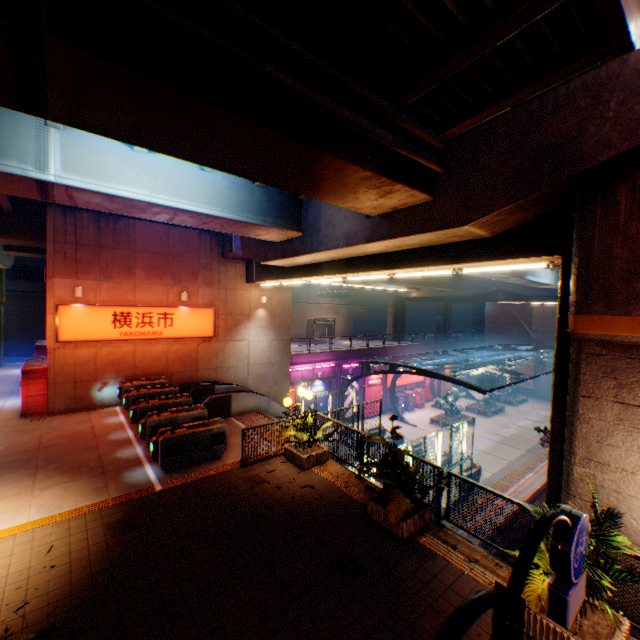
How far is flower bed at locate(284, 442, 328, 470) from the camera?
9.62m

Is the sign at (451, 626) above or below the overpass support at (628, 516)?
below

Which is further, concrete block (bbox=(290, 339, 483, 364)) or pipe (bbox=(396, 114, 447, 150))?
concrete block (bbox=(290, 339, 483, 364))

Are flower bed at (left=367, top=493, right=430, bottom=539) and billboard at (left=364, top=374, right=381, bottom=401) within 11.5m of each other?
no

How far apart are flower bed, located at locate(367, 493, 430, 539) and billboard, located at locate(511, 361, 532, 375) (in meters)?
42.97

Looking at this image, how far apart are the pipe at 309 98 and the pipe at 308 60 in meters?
0.3

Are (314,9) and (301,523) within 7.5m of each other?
no

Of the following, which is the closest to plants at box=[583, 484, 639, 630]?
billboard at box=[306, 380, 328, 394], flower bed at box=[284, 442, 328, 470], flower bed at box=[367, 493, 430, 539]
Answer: flower bed at box=[367, 493, 430, 539]
